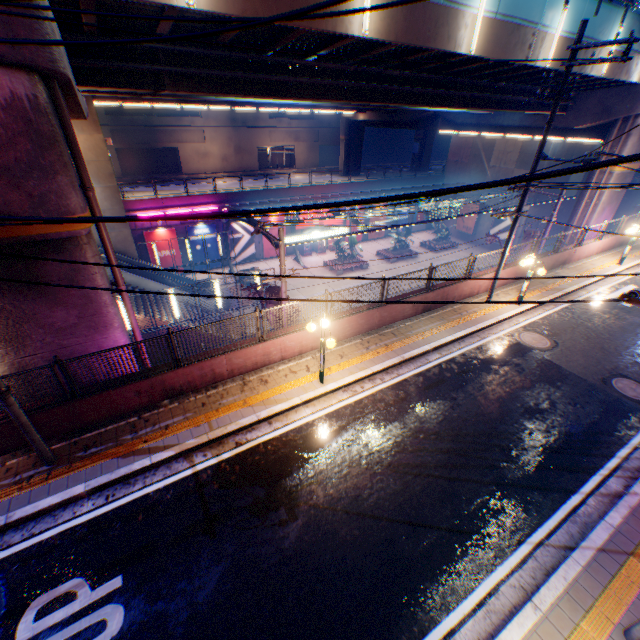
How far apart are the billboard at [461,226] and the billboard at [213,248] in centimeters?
2984cm

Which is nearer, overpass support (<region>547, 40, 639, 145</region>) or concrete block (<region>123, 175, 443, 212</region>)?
overpass support (<region>547, 40, 639, 145</region>)

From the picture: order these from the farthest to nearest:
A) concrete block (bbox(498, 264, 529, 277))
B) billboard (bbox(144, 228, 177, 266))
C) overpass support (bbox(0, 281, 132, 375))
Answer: billboard (bbox(144, 228, 177, 266))
concrete block (bbox(498, 264, 529, 277))
overpass support (bbox(0, 281, 132, 375))

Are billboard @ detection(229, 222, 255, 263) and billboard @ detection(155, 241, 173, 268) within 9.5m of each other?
yes

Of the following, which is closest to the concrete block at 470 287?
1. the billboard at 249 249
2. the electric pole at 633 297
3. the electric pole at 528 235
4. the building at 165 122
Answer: the electric pole at 633 297

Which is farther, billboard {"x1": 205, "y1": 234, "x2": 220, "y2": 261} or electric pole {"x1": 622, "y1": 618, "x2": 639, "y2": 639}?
billboard {"x1": 205, "y1": 234, "x2": 220, "y2": 261}

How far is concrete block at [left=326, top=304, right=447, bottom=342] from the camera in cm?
1188

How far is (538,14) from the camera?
12.57m
